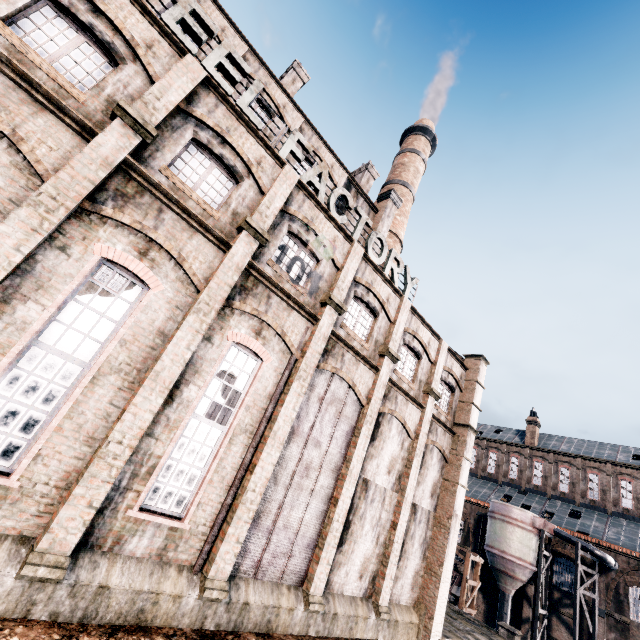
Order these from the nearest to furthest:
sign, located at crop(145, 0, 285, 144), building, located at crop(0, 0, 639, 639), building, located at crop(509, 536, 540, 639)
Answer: building, located at crop(0, 0, 639, 639) → sign, located at crop(145, 0, 285, 144) → building, located at crop(509, 536, 540, 639)

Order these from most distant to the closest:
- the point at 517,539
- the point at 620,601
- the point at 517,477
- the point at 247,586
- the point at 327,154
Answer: the point at 517,477, the point at 517,539, the point at 620,601, the point at 327,154, the point at 247,586

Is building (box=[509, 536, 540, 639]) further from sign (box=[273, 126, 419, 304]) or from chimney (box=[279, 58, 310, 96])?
chimney (box=[279, 58, 310, 96])

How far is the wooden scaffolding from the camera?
27.0 meters

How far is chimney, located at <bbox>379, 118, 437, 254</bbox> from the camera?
30.52m

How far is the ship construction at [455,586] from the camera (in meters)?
39.91

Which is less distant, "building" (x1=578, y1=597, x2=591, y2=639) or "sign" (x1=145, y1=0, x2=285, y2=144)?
"sign" (x1=145, y1=0, x2=285, y2=144)

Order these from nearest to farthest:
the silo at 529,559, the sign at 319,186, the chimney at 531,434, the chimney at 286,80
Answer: the sign at 319,186 → the chimney at 286,80 → the silo at 529,559 → the chimney at 531,434
